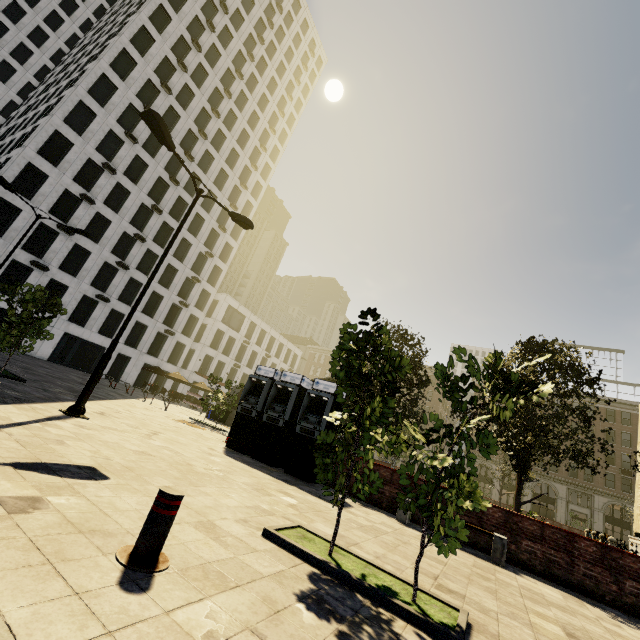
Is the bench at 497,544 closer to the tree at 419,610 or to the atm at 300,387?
the atm at 300,387

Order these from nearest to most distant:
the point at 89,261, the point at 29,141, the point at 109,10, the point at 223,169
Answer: the point at 29,141
the point at 89,261
the point at 223,169
the point at 109,10

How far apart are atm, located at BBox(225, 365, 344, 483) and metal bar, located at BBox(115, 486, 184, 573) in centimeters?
790cm

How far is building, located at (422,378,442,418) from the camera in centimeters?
5756cm

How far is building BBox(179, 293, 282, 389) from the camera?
45.09m

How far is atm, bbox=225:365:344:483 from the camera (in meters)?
10.75

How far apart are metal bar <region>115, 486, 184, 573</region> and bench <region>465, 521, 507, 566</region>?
7.9m

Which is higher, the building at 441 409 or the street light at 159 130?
the building at 441 409
